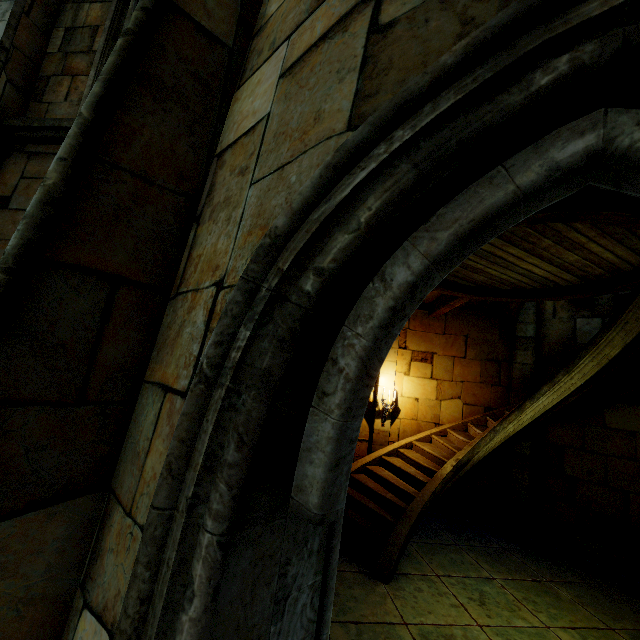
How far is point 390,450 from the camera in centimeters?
824cm
